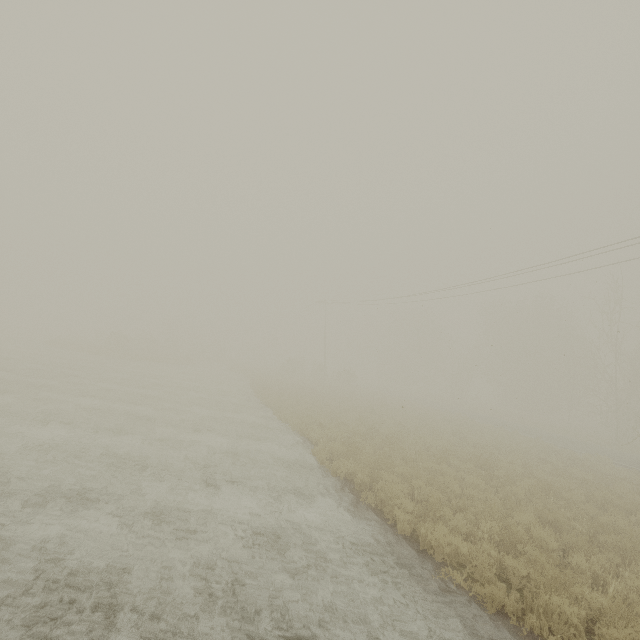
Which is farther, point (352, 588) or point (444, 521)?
point (444, 521)

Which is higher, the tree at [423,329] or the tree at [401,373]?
the tree at [423,329]

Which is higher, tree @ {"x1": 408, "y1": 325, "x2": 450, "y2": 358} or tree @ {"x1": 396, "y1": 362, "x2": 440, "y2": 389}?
tree @ {"x1": 408, "y1": 325, "x2": 450, "y2": 358}

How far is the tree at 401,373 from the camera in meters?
57.5

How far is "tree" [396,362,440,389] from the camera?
57.53m
